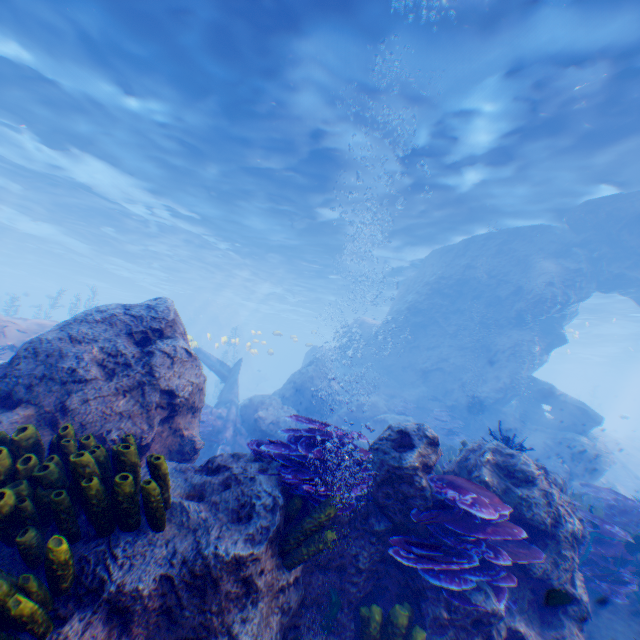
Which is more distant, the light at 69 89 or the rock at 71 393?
the light at 69 89

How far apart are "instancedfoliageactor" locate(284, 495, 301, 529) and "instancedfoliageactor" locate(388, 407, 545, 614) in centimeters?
46cm

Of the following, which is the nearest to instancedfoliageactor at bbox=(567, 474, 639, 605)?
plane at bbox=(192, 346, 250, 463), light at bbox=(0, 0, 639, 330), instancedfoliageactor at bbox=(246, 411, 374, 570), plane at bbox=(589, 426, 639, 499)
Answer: plane at bbox=(192, 346, 250, 463)

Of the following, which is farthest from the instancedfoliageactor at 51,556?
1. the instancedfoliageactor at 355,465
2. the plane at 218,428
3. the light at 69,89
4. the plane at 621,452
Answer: the plane at 621,452

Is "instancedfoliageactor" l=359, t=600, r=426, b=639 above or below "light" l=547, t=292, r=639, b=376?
below

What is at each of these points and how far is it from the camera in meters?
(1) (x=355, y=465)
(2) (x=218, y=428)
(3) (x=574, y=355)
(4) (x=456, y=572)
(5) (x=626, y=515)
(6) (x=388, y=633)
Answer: (1) instancedfoliageactor, 3.7
(2) plane, 12.4
(3) light, 48.8
(4) instancedfoliageactor, 3.2
(5) instancedfoliageactor, 6.4
(6) instancedfoliageactor, 3.0

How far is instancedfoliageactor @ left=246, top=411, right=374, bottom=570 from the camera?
2.9 meters
